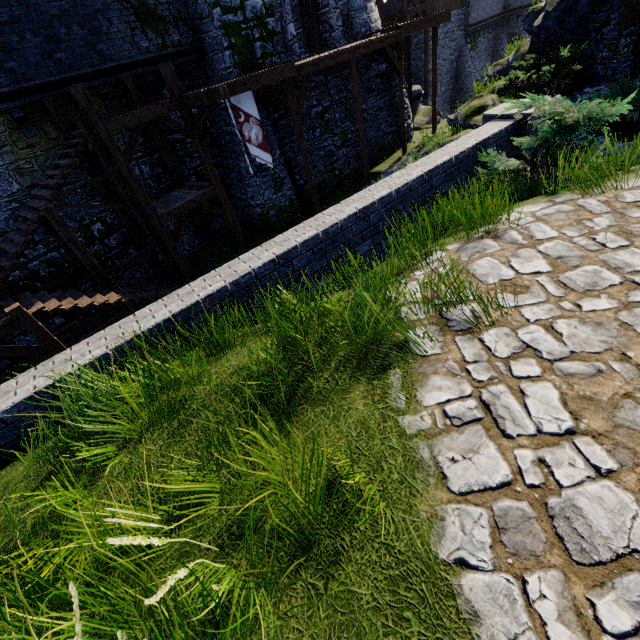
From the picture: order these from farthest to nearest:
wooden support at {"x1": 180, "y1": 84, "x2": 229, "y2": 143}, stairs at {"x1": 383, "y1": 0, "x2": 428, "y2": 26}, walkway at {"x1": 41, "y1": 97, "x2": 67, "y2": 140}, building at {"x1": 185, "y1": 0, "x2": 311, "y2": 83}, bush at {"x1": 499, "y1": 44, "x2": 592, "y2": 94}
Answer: stairs at {"x1": 383, "y1": 0, "x2": 428, "y2": 26}
building at {"x1": 185, "y1": 0, "x2": 311, "y2": 83}
bush at {"x1": 499, "y1": 44, "x2": 592, "y2": 94}
walkway at {"x1": 41, "y1": 97, "x2": 67, "y2": 140}
wooden support at {"x1": 180, "y1": 84, "x2": 229, "y2": 143}

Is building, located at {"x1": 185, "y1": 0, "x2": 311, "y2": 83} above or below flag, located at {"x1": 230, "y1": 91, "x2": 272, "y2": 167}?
above

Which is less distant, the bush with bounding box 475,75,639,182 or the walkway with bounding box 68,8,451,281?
the bush with bounding box 475,75,639,182

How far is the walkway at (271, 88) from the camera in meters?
10.3

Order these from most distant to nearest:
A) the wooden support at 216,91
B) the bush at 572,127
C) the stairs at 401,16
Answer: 1. the stairs at 401,16
2. the wooden support at 216,91
3. the bush at 572,127

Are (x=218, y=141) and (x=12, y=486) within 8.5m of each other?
no

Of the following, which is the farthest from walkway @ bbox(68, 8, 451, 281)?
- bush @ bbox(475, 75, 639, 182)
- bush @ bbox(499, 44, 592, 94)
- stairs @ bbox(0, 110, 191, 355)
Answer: bush @ bbox(475, 75, 639, 182)

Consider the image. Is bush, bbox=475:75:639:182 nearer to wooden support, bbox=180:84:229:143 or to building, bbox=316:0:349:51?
wooden support, bbox=180:84:229:143
